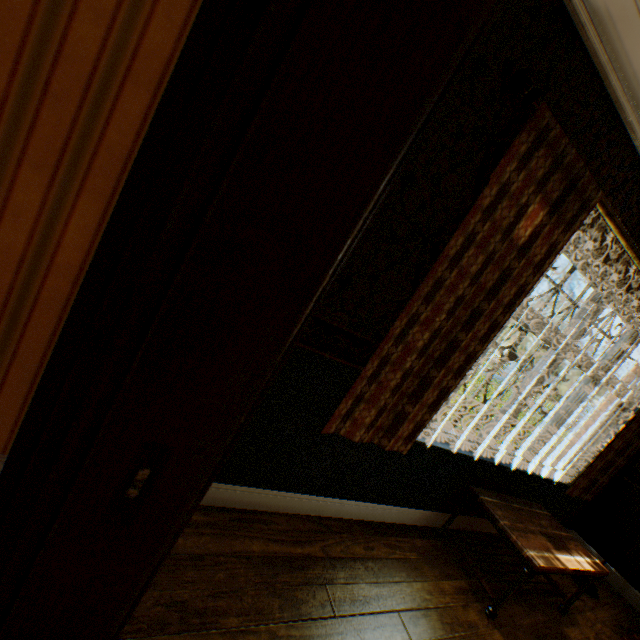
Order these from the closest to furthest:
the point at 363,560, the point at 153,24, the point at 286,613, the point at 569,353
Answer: the point at 153,24 → the point at 286,613 → the point at 363,560 → the point at 569,353

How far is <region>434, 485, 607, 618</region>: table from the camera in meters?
2.2 m

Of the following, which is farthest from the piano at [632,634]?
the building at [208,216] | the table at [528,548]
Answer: the table at [528,548]

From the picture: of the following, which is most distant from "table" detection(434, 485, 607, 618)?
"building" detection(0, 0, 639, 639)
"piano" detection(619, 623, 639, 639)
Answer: "piano" detection(619, 623, 639, 639)

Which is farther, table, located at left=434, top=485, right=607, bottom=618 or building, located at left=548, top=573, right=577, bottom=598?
building, located at left=548, top=573, right=577, bottom=598

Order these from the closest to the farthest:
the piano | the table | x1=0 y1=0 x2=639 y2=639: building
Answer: x1=0 y1=0 x2=639 y2=639: building, the table, the piano

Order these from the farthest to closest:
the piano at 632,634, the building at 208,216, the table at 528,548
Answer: the piano at 632,634
the table at 528,548
the building at 208,216

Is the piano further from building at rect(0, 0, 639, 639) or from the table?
the table
